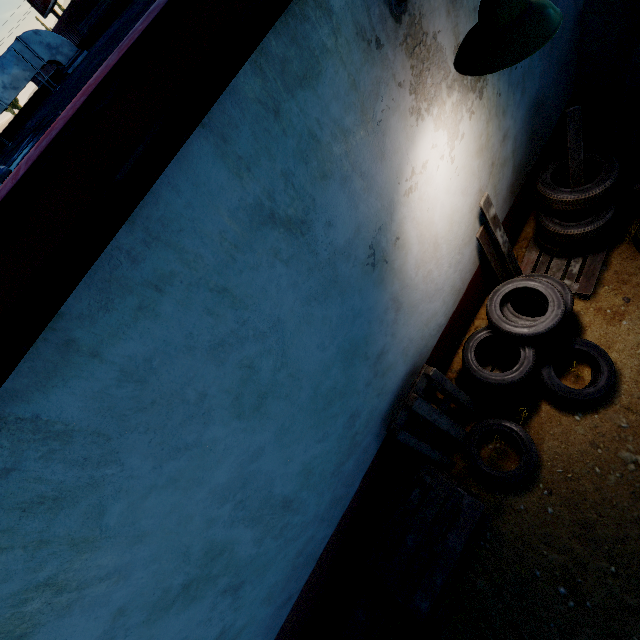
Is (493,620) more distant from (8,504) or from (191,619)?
(8,504)

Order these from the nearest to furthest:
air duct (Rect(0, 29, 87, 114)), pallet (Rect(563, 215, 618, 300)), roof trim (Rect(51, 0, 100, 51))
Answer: pallet (Rect(563, 215, 618, 300)) → air duct (Rect(0, 29, 87, 114)) → roof trim (Rect(51, 0, 100, 51))

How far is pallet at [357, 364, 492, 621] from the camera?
3.09m

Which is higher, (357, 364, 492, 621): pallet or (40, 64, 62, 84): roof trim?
(40, 64, 62, 84): roof trim

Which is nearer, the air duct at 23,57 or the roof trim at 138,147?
the roof trim at 138,147

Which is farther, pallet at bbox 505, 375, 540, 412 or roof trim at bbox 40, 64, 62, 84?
roof trim at bbox 40, 64, 62, 84

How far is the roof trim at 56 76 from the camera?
6.52m

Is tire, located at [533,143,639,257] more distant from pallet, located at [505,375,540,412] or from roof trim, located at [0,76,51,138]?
roof trim, located at [0,76,51,138]
